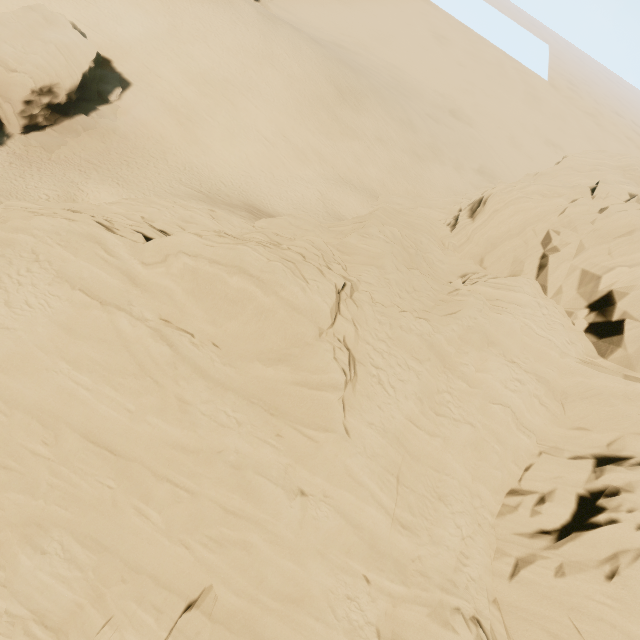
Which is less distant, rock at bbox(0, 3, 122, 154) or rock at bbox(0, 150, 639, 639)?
rock at bbox(0, 150, 639, 639)

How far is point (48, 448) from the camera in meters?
12.6

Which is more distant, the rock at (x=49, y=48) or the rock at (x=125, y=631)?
the rock at (x=49, y=48)
